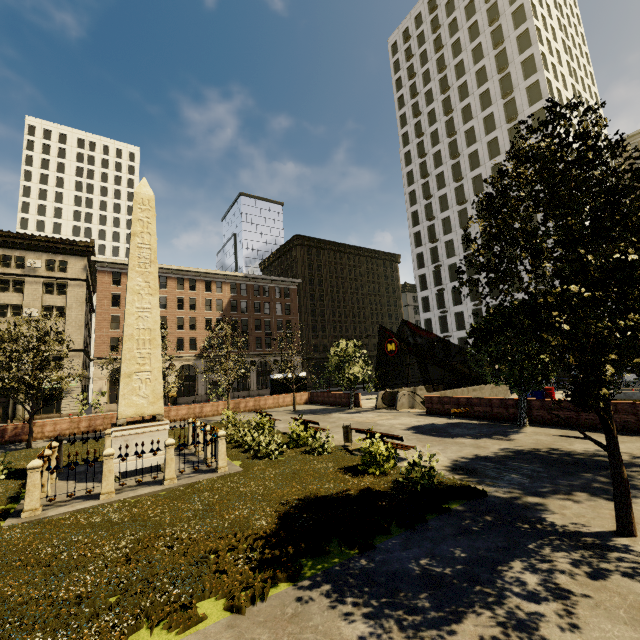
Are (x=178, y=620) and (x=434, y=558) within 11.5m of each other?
yes

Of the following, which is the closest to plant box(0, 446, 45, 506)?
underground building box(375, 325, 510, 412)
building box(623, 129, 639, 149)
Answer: underground building box(375, 325, 510, 412)

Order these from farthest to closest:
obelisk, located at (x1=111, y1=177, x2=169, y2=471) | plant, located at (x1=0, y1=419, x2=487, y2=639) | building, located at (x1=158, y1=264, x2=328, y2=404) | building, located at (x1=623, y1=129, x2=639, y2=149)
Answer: building, located at (x1=623, y1=129, x2=639, y2=149) → building, located at (x1=158, y1=264, x2=328, y2=404) → obelisk, located at (x1=111, y1=177, x2=169, y2=471) → plant, located at (x1=0, y1=419, x2=487, y2=639)

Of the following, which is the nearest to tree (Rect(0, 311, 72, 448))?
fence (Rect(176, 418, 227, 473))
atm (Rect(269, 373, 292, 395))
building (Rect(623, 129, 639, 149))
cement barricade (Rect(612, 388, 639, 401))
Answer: fence (Rect(176, 418, 227, 473))

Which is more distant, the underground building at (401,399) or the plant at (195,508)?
the underground building at (401,399)

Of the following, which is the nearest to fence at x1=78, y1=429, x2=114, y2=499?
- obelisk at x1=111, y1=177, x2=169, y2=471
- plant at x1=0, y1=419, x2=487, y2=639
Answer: plant at x1=0, y1=419, x2=487, y2=639

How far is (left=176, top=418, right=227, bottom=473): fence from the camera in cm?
1102

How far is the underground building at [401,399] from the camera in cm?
2422
